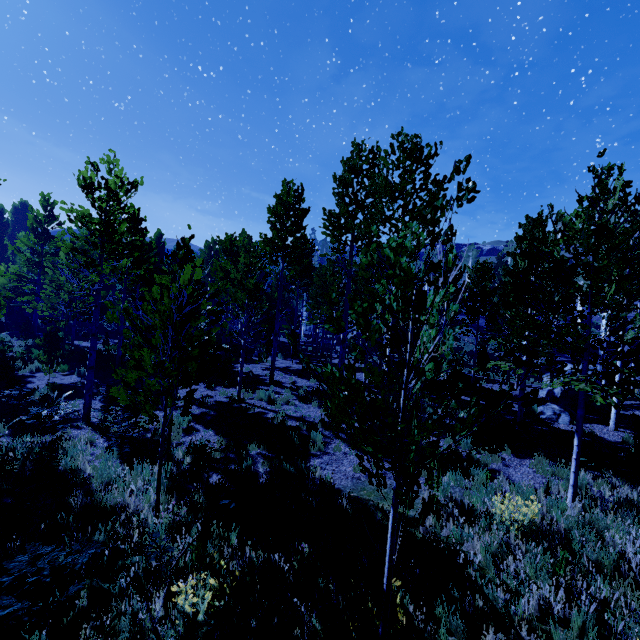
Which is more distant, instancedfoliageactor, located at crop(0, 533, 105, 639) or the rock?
the rock

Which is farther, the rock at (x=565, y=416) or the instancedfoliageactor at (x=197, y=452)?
the rock at (x=565, y=416)

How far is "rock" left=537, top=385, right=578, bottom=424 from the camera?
12.2 meters

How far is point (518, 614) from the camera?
4.2 meters

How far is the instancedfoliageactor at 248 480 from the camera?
5.5m

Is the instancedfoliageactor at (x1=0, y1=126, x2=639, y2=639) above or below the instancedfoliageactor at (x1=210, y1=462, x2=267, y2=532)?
above

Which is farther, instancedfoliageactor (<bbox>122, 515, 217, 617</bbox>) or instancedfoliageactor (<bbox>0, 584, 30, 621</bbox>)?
instancedfoliageactor (<bbox>122, 515, 217, 617</bbox>)
